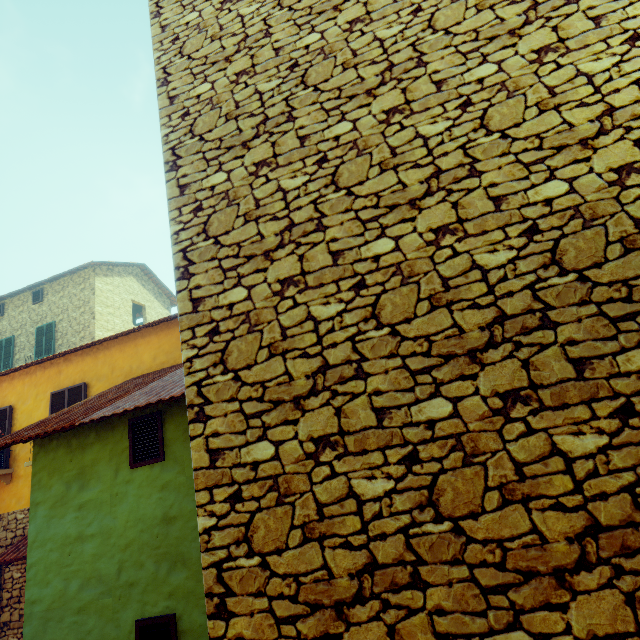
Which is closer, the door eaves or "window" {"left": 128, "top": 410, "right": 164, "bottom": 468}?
"window" {"left": 128, "top": 410, "right": 164, "bottom": 468}

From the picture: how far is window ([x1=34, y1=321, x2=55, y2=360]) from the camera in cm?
1484

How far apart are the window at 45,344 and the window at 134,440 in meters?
13.6 m

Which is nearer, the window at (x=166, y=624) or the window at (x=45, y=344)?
the window at (x=166, y=624)

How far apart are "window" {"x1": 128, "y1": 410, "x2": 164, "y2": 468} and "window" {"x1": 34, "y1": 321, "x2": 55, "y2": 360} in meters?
13.6 m

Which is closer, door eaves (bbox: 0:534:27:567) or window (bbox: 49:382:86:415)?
door eaves (bbox: 0:534:27:567)

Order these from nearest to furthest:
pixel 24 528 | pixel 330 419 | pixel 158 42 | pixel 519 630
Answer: pixel 519 630 < pixel 330 419 < pixel 158 42 < pixel 24 528

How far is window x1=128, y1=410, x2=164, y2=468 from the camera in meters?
4.6
